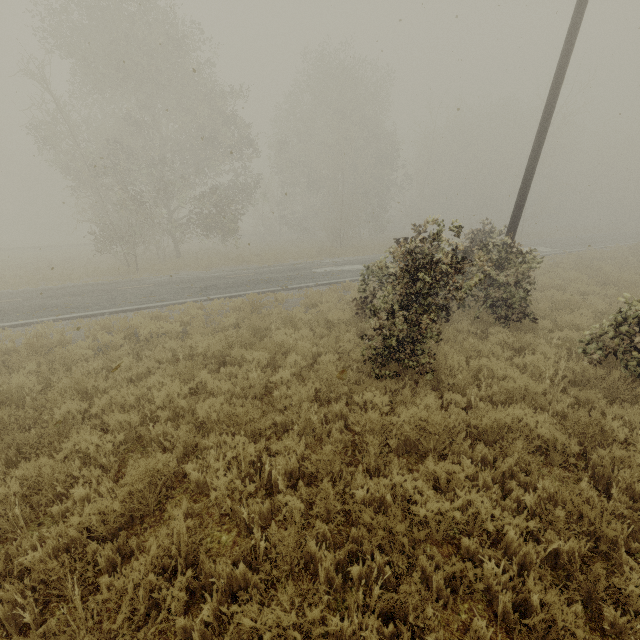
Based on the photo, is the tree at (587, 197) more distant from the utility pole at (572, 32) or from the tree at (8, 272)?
the tree at (8, 272)

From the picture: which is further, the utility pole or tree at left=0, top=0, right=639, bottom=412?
the utility pole

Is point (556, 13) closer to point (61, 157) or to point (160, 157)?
point (160, 157)

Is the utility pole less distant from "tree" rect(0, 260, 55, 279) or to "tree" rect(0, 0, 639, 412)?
"tree" rect(0, 0, 639, 412)

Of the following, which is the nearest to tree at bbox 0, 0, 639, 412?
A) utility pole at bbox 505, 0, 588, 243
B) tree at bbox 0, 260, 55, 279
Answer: utility pole at bbox 505, 0, 588, 243

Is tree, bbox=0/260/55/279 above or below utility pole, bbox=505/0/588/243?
below
